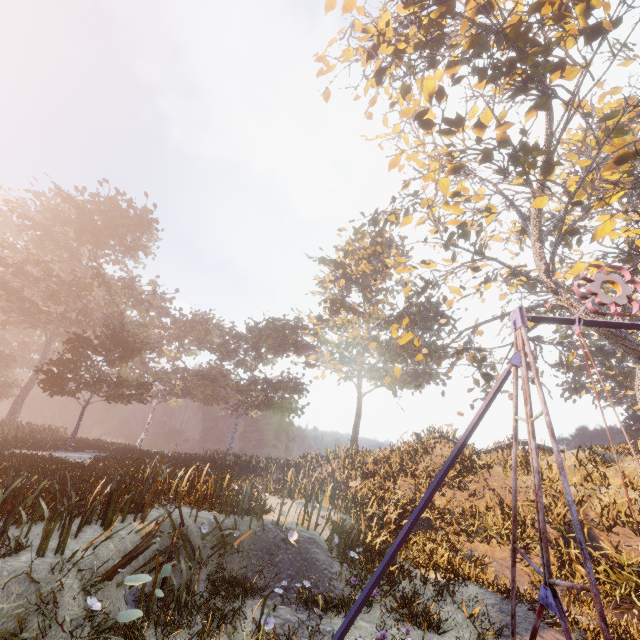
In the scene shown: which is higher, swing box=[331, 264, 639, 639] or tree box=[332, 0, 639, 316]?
tree box=[332, 0, 639, 316]

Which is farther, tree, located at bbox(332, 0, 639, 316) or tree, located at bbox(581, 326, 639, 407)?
tree, located at bbox(581, 326, 639, 407)

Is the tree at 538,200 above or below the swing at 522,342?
above

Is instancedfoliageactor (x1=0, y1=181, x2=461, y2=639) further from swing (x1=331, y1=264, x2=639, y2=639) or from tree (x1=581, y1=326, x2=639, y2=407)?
tree (x1=581, y1=326, x2=639, y2=407)

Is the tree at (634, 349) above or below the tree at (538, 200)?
below

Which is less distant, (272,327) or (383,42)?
(383,42)

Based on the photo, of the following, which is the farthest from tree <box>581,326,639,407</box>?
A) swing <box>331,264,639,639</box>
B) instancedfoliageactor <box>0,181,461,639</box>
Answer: instancedfoliageactor <box>0,181,461,639</box>
